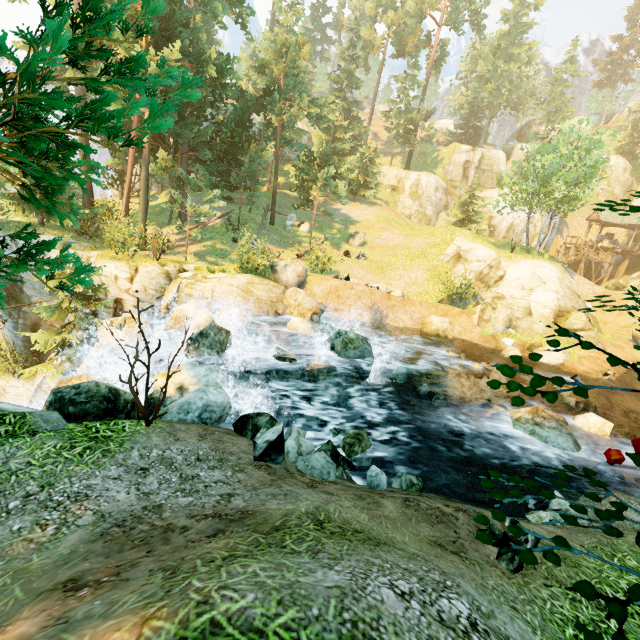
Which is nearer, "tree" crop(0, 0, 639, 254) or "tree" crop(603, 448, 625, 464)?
"tree" crop(603, 448, 625, 464)

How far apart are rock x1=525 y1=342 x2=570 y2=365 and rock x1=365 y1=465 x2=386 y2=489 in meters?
16.2 m

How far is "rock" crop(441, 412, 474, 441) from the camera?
11.15m

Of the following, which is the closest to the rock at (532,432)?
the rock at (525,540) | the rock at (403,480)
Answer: the rock at (403,480)

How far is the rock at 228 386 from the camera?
7.0m

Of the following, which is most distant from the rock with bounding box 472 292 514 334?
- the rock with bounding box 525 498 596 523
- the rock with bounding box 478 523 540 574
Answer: the rock with bounding box 478 523 540 574

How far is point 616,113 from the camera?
57.9m

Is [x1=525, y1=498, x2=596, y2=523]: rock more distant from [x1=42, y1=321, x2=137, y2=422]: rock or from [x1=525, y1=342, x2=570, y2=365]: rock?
[x1=525, y1=342, x2=570, y2=365]: rock
